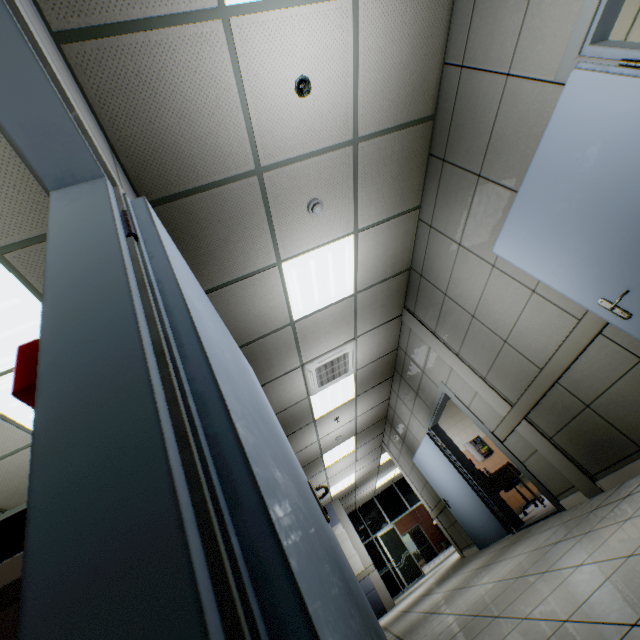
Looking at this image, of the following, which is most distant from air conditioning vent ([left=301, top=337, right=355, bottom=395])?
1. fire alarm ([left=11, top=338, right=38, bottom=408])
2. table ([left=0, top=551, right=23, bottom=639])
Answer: fire alarm ([left=11, top=338, right=38, bottom=408])

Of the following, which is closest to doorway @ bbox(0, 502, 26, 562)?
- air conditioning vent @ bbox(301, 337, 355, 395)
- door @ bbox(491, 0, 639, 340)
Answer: air conditioning vent @ bbox(301, 337, 355, 395)

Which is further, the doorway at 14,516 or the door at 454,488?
the door at 454,488

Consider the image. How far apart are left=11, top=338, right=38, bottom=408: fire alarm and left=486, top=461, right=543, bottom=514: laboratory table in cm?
711

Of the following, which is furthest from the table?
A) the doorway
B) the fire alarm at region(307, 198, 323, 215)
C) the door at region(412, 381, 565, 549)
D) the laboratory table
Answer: the laboratory table

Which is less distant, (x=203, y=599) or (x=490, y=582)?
(x=203, y=599)

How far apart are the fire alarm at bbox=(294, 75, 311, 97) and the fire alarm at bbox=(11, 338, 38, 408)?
2.6 meters

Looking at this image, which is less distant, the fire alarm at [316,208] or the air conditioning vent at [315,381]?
the fire alarm at [316,208]
